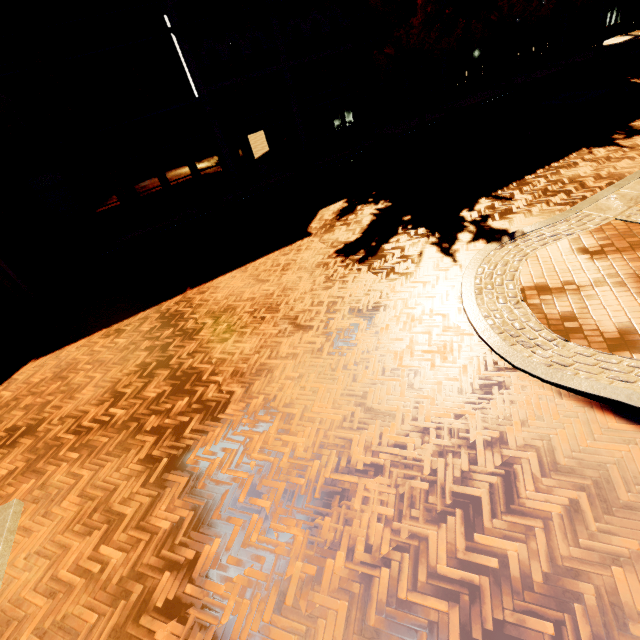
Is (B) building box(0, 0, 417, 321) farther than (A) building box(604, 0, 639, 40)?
No

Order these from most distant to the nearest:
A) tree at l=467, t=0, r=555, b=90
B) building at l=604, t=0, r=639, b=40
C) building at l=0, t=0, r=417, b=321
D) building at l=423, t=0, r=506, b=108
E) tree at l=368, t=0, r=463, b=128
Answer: building at l=604, t=0, r=639, b=40 → building at l=423, t=0, r=506, b=108 → tree at l=467, t=0, r=555, b=90 → tree at l=368, t=0, r=463, b=128 → building at l=0, t=0, r=417, b=321

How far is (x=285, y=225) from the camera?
10.9m

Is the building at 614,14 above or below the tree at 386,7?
below

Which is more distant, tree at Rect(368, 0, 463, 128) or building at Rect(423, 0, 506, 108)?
building at Rect(423, 0, 506, 108)

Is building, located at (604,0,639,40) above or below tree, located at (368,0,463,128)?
below

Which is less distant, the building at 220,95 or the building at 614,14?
the building at 220,95
